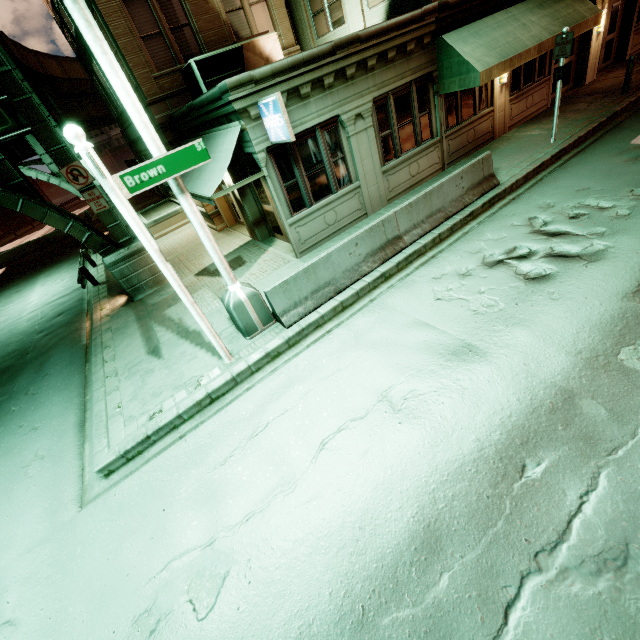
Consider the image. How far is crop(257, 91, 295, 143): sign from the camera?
7.2m

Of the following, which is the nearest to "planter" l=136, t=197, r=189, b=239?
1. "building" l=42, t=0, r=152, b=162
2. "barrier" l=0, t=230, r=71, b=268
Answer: "building" l=42, t=0, r=152, b=162

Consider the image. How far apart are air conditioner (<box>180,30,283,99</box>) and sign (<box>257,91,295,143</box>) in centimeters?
452cm

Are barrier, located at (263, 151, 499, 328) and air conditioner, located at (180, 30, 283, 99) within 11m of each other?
yes

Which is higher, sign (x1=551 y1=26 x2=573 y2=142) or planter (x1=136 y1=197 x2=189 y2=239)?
sign (x1=551 y1=26 x2=573 y2=142)

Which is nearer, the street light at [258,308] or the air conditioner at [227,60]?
the street light at [258,308]

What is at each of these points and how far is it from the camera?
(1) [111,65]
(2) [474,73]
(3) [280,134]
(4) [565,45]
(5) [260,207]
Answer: (1) street light, 4.82m
(2) awning, 9.64m
(3) sign, 7.76m
(4) sign, 9.52m
(5) building, 11.80m

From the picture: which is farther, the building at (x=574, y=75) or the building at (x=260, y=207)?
the building at (x=574, y=75)
